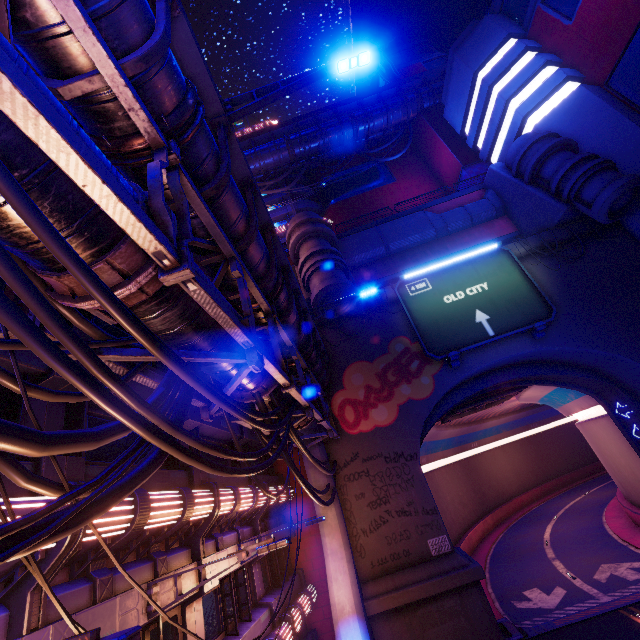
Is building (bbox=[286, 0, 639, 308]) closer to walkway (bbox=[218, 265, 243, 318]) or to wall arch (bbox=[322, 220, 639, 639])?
wall arch (bbox=[322, 220, 639, 639])

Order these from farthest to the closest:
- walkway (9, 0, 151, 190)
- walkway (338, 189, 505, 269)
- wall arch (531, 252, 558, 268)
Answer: walkway (338, 189, 505, 269) → wall arch (531, 252, 558, 268) → walkway (9, 0, 151, 190)

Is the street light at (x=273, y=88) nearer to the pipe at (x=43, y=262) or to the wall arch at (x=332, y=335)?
the pipe at (x=43, y=262)

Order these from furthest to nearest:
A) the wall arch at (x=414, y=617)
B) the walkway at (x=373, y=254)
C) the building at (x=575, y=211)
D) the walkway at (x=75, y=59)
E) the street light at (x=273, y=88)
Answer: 1. the walkway at (x=373, y=254)
2. the building at (x=575, y=211)
3. the wall arch at (x=414, y=617)
4. the street light at (x=273, y=88)
5. the walkway at (x=75, y=59)

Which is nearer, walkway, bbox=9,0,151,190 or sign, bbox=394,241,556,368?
walkway, bbox=9,0,151,190

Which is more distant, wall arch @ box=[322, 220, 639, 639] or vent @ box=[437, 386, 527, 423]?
vent @ box=[437, 386, 527, 423]

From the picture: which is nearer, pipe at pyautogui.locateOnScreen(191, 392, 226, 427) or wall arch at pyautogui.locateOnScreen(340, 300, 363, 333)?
pipe at pyautogui.locateOnScreen(191, 392, 226, 427)

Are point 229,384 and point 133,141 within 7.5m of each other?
yes
